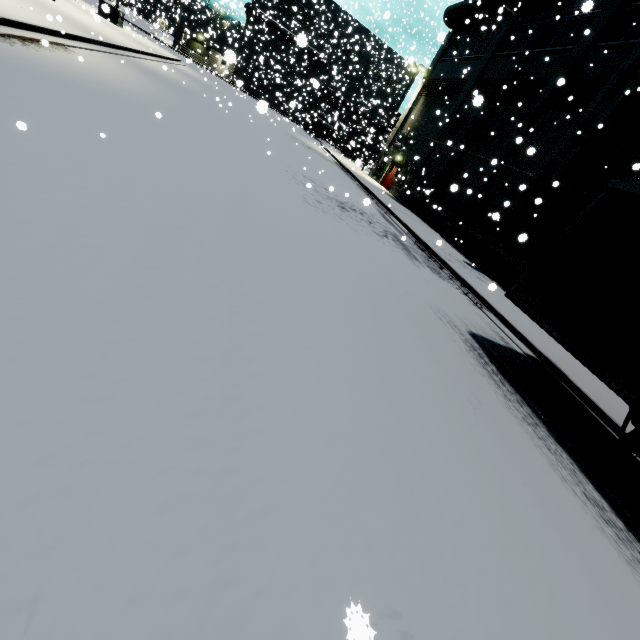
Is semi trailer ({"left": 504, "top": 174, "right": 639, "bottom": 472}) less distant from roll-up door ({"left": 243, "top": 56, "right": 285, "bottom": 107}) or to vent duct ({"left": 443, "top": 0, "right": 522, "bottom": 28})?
roll-up door ({"left": 243, "top": 56, "right": 285, "bottom": 107})

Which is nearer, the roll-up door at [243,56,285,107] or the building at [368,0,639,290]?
the building at [368,0,639,290]

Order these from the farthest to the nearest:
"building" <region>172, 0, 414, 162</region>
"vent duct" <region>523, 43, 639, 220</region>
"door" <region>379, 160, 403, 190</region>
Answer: "building" <region>172, 0, 414, 162</region>, "door" <region>379, 160, 403, 190</region>, "vent duct" <region>523, 43, 639, 220</region>

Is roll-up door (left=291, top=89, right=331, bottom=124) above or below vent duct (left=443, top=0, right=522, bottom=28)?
below

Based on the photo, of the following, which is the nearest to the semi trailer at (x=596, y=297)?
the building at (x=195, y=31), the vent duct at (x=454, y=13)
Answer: the building at (x=195, y=31)

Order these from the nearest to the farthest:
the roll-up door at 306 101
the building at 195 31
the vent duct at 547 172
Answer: the vent duct at 547 172 < the building at 195 31 < the roll-up door at 306 101

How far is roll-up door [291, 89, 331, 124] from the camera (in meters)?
36.11

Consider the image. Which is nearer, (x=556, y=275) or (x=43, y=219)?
(x=43, y=219)
